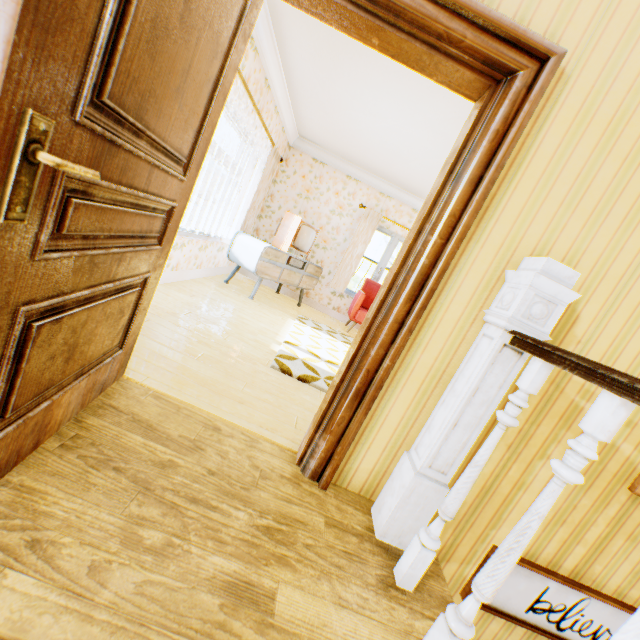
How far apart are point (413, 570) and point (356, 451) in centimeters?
61cm

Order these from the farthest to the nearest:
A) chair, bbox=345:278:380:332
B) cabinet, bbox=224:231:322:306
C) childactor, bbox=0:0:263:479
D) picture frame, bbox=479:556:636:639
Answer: chair, bbox=345:278:380:332 → cabinet, bbox=224:231:322:306 → picture frame, bbox=479:556:636:639 → childactor, bbox=0:0:263:479

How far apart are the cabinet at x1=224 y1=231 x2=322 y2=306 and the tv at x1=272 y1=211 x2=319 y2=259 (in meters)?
0.07

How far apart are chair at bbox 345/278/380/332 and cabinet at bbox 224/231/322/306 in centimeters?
88cm

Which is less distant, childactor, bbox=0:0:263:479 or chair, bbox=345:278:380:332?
childactor, bbox=0:0:263:479

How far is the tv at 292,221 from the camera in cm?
569

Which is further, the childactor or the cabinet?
the cabinet

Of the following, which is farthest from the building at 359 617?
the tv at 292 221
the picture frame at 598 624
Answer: the tv at 292 221
